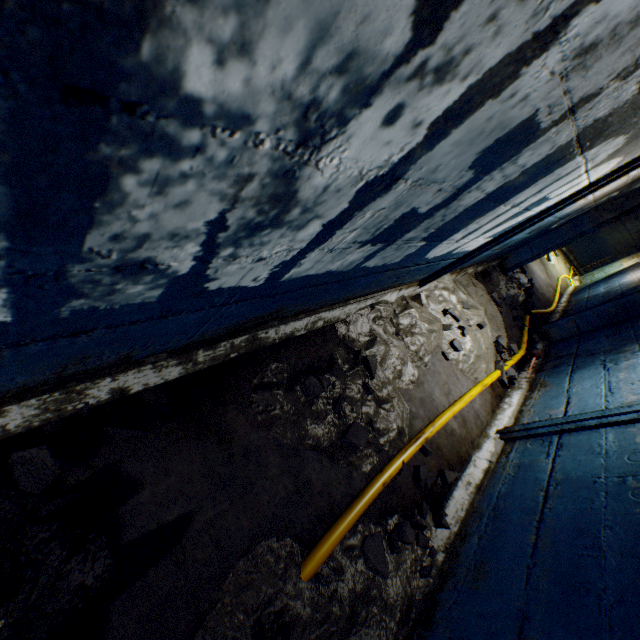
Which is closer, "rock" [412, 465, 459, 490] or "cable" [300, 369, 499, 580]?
"cable" [300, 369, 499, 580]

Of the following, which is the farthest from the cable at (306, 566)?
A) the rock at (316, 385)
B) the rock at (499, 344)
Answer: the rock at (316, 385)

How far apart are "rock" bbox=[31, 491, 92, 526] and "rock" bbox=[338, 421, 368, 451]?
1.2m

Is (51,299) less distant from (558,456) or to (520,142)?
(520,142)

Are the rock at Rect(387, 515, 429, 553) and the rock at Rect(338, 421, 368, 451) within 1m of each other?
yes

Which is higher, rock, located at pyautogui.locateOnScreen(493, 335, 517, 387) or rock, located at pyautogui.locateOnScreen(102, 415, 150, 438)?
rock, located at pyautogui.locateOnScreen(493, 335, 517, 387)

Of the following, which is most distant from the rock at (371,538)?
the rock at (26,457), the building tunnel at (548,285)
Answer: the rock at (26,457)

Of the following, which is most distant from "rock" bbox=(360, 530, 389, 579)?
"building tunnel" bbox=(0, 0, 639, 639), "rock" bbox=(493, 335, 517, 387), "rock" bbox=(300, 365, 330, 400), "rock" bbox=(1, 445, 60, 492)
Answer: "rock" bbox=(493, 335, 517, 387)
